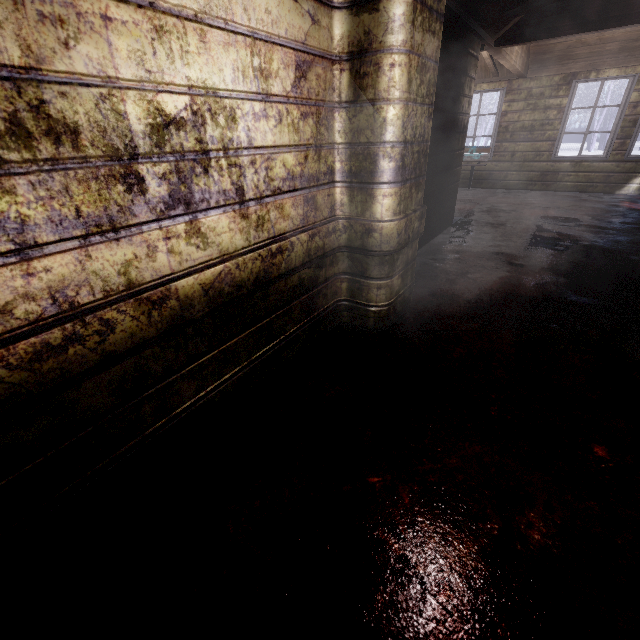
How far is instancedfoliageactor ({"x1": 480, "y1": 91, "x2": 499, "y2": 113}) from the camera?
21.50m

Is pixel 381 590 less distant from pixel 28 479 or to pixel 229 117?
pixel 28 479

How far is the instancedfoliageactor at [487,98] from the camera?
21.5 meters

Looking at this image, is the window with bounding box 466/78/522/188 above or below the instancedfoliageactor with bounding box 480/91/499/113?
below

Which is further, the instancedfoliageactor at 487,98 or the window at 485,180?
the instancedfoliageactor at 487,98

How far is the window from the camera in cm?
637

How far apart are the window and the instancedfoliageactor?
19.76m

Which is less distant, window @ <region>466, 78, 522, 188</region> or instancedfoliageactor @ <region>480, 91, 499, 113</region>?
window @ <region>466, 78, 522, 188</region>
